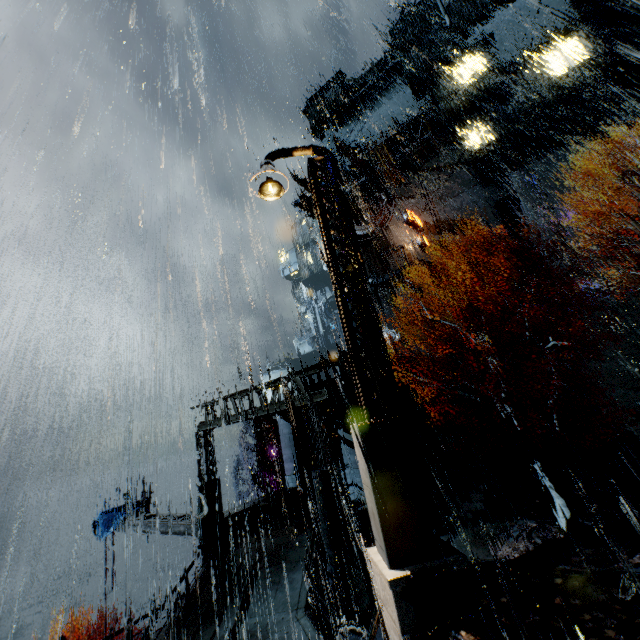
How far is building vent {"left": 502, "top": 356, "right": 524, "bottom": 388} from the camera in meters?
25.6

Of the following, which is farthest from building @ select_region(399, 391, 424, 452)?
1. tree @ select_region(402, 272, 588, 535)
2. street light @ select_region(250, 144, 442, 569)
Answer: tree @ select_region(402, 272, 588, 535)

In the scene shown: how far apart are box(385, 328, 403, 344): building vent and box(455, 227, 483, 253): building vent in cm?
1114

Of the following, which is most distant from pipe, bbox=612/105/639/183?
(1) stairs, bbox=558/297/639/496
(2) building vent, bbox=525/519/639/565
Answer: (2) building vent, bbox=525/519/639/565

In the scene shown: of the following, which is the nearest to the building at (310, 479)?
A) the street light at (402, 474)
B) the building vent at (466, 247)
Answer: the building vent at (466, 247)

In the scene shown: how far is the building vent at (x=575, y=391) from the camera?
23.0 meters

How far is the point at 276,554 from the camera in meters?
14.6 m

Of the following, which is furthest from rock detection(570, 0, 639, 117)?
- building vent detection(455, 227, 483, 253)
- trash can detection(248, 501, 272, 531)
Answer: trash can detection(248, 501, 272, 531)
